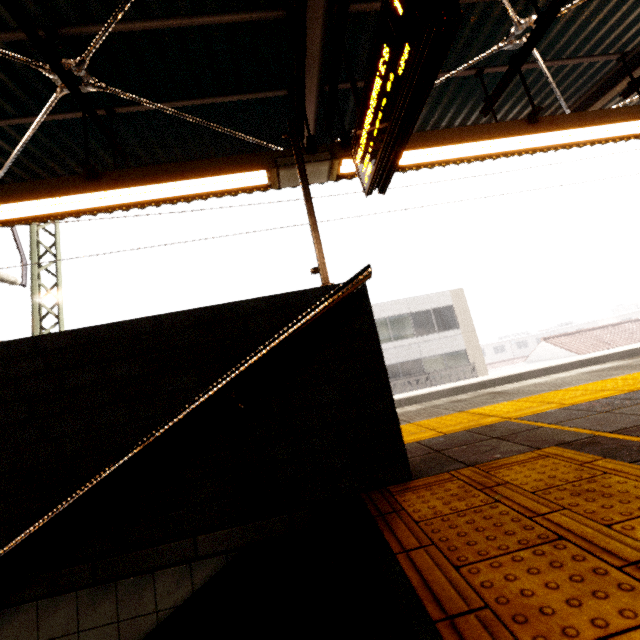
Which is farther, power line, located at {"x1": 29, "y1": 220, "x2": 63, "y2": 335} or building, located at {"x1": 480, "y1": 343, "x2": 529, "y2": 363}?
building, located at {"x1": 480, "y1": 343, "x2": 529, "y2": 363}

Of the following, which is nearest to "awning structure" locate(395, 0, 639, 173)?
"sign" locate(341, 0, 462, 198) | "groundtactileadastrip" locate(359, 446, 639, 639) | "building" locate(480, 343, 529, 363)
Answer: "sign" locate(341, 0, 462, 198)

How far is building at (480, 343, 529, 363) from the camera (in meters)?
59.29

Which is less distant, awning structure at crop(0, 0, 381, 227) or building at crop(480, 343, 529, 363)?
awning structure at crop(0, 0, 381, 227)

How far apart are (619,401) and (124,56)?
5.5 meters

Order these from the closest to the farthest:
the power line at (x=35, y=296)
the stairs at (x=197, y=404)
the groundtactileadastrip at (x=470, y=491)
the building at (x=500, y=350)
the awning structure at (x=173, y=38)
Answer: the groundtactileadastrip at (x=470, y=491)
the stairs at (x=197, y=404)
the awning structure at (x=173, y=38)
the power line at (x=35, y=296)
the building at (x=500, y=350)

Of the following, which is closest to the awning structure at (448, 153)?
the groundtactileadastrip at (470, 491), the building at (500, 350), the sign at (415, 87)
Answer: the sign at (415, 87)

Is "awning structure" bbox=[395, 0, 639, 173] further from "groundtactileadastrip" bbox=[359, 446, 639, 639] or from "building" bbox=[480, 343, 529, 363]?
"building" bbox=[480, 343, 529, 363]
